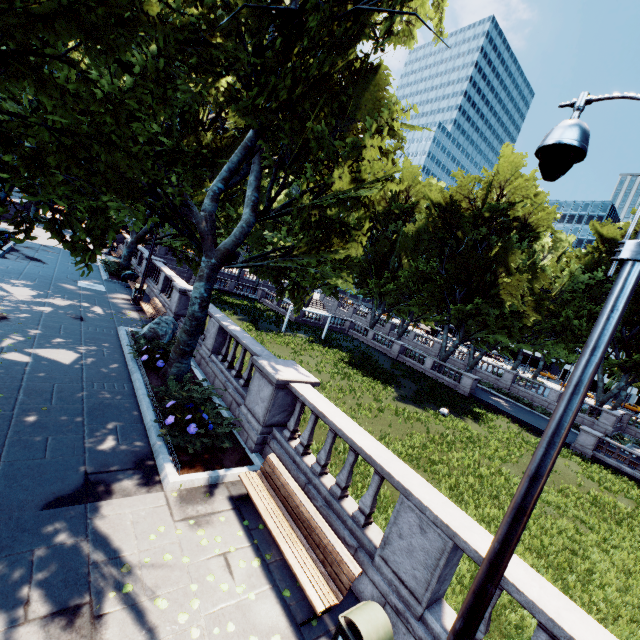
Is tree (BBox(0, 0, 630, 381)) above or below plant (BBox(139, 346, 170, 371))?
above

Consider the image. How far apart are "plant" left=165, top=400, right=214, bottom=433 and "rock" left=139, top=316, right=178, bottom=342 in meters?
5.1 m

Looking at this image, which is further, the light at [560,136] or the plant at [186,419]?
the plant at [186,419]

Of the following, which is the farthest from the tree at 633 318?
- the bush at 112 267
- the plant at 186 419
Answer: the plant at 186 419

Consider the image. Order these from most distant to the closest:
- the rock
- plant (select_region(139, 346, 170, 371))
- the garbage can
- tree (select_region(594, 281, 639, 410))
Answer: tree (select_region(594, 281, 639, 410))
the rock
plant (select_region(139, 346, 170, 371))
the garbage can

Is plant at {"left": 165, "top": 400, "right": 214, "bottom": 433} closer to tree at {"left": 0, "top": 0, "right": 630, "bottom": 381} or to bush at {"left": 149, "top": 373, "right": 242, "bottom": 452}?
bush at {"left": 149, "top": 373, "right": 242, "bottom": 452}

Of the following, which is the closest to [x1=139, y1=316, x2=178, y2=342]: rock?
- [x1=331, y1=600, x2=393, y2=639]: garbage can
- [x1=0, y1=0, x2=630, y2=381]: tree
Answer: [x1=0, y1=0, x2=630, y2=381]: tree

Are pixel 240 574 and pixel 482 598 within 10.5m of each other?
yes
